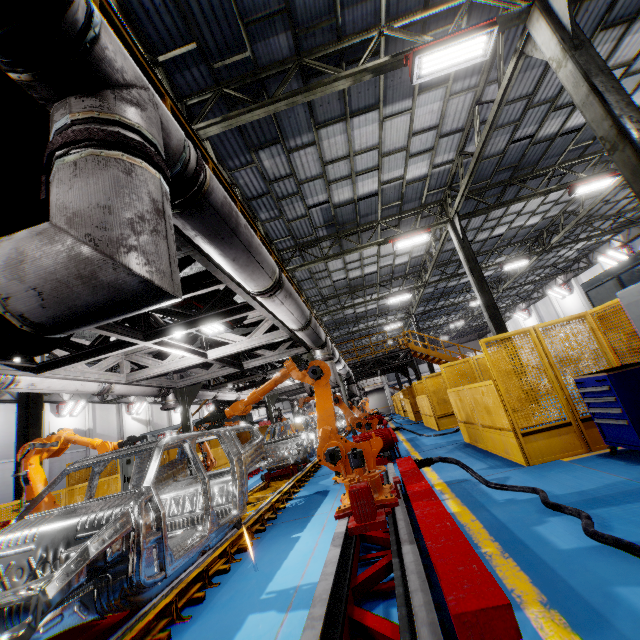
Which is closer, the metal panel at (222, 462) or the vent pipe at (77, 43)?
Answer: the vent pipe at (77, 43)

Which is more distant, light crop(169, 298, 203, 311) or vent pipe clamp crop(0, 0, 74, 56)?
light crop(169, 298, 203, 311)

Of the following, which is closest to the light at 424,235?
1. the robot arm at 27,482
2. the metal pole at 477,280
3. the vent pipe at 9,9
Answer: the metal pole at 477,280

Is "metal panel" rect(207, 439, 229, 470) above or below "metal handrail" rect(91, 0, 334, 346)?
below

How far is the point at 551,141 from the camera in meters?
12.0 m

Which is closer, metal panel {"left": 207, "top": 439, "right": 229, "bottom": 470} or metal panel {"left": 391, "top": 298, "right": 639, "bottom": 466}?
metal panel {"left": 391, "top": 298, "right": 639, "bottom": 466}

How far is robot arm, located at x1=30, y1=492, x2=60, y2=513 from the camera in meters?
5.3

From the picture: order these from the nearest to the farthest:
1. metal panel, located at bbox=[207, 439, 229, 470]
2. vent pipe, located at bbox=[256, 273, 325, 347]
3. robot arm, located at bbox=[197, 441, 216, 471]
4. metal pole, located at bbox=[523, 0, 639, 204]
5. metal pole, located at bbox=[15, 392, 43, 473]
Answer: vent pipe, located at bbox=[256, 273, 325, 347] → metal pole, located at bbox=[523, 0, 639, 204] → metal pole, located at bbox=[15, 392, 43, 473] → robot arm, located at bbox=[197, 441, 216, 471] → metal panel, located at bbox=[207, 439, 229, 470]
